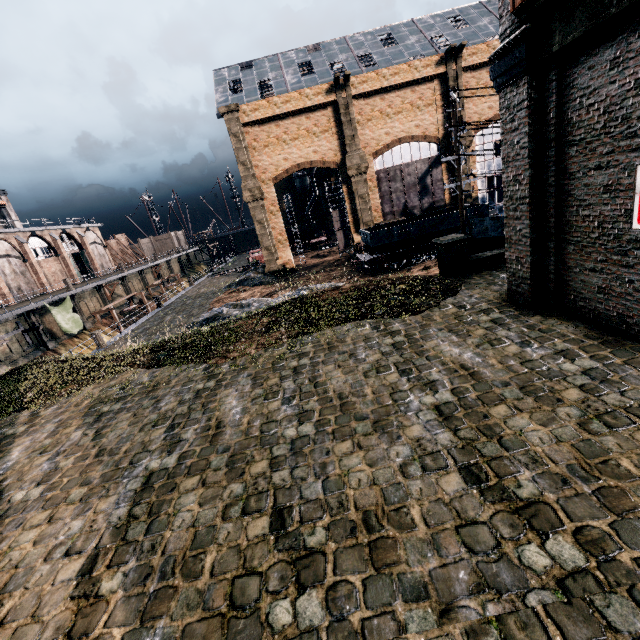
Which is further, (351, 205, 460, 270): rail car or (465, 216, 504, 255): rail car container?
(351, 205, 460, 270): rail car

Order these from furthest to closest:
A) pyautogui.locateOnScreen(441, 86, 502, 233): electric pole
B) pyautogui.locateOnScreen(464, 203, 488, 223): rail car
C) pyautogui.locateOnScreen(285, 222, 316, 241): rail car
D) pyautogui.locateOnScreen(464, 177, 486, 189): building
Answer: pyautogui.locateOnScreen(285, 222, 316, 241): rail car
pyautogui.locateOnScreen(464, 177, 486, 189): building
pyautogui.locateOnScreen(464, 203, 488, 223): rail car
pyautogui.locateOnScreen(441, 86, 502, 233): electric pole

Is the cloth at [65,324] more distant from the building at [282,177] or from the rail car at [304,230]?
the rail car at [304,230]

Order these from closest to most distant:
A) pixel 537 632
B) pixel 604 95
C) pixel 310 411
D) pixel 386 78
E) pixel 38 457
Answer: pixel 537 632
pixel 604 95
pixel 310 411
pixel 38 457
pixel 386 78

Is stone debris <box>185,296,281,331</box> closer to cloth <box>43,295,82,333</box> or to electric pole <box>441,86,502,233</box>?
electric pole <box>441,86,502,233</box>

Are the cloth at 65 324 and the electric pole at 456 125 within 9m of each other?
no

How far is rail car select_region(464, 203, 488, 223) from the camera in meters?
28.0

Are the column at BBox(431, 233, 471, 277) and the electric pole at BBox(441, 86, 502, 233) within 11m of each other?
yes
